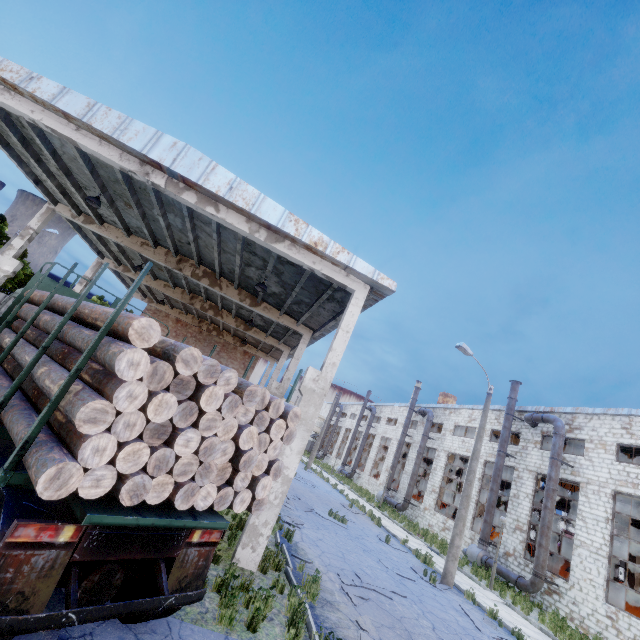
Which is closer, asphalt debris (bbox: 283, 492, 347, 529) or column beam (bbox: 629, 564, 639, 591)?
asphalt debris (bbox: 283, 492, 347, 529)

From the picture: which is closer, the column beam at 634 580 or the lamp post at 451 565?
the lamp post at 451 565

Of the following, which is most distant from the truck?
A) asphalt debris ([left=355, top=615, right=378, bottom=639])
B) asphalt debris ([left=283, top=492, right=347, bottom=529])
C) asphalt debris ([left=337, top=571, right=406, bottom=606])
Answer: asphalt debris ([left=283, top=492, right=347, bottom=529])

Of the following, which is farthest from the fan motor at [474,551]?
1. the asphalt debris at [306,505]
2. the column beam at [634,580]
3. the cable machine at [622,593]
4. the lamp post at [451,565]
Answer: the column beam at [634,580]

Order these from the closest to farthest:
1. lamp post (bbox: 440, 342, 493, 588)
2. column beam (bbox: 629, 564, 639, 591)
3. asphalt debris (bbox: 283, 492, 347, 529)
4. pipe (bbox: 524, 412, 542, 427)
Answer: lamp post (bbox: 440, 342, 493, 588), asphalt debris (bbox: 283, 492, 347, 529), pipe (bbox: 524, 412, 542, 427), column beam (bbox: 629, 564, 639, 591)

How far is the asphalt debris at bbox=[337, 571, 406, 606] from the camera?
8.40m

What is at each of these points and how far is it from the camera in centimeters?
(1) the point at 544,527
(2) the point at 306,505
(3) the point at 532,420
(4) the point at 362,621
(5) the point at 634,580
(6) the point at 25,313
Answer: (1) pipe, 1797cm
(2) asphalt debris, 1648cm
(3) pipe, 2173cm
(4) asphalt debris, 717cm
(5) column beam, 2736cm
(6) log pile, 587cm

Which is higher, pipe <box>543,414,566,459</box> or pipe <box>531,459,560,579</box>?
pipe <box>543,414,566,459</box>
